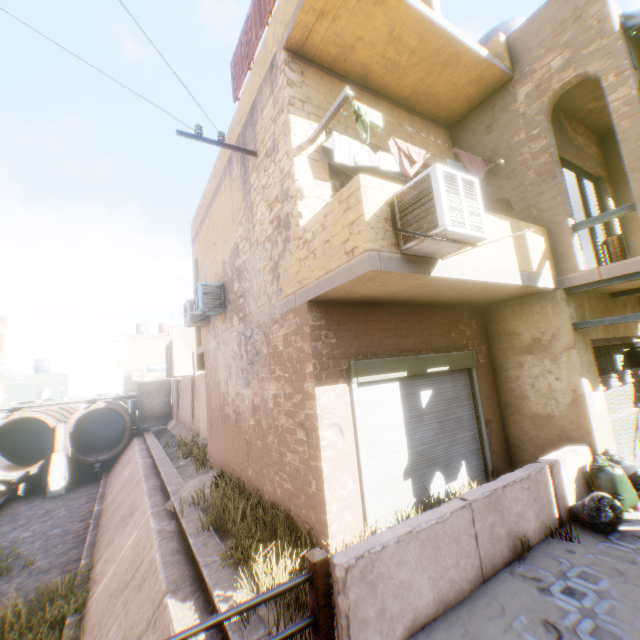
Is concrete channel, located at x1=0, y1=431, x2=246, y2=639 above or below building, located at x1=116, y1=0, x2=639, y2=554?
below

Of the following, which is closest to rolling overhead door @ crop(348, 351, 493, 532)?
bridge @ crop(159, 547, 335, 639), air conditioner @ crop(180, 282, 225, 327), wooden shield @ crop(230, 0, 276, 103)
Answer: bridge @ crop(159, 547, 335, 639)

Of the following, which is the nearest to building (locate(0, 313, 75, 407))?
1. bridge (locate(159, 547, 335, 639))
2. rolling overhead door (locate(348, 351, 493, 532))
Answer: rolling overhead door (locate(348, 351, 493, 532))

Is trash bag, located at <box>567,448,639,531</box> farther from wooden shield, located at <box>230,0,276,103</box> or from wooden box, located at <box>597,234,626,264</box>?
wooden shield, located at <box>230,0,276,103</box>

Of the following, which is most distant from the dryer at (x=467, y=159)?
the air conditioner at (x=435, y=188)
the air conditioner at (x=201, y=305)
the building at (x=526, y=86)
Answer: the air conditioner at (x=201, y=305)

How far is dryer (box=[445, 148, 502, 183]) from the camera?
6.3m

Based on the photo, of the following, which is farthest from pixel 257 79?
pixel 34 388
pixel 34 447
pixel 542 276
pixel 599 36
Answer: pixel 34 388

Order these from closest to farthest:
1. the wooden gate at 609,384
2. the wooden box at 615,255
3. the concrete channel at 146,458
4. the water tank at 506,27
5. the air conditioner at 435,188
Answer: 1. the air conditioner at 435,188
2. the concrete channel at 146,458
3. the wooden box at 615,255
4. the wooden gate at 609,384
5. the water tank at 506,27
